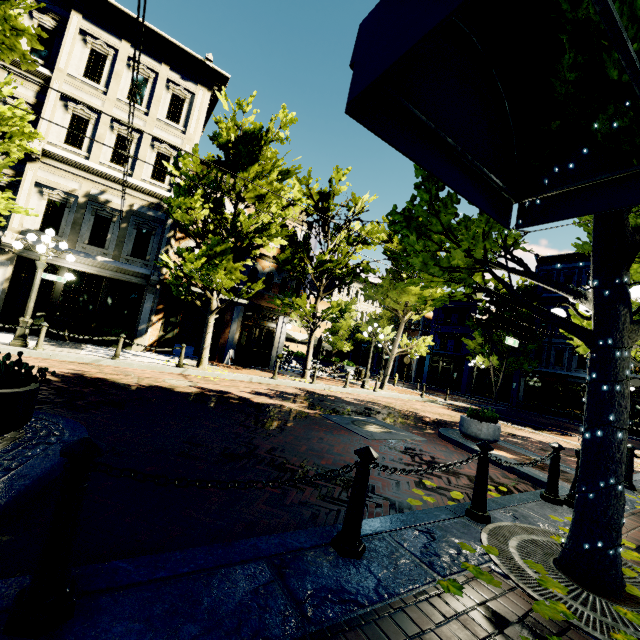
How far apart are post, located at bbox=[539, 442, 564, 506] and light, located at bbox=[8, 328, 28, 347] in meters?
11.9 m

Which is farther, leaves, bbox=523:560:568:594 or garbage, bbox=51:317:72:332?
garbage, bbox=51:317:72:332

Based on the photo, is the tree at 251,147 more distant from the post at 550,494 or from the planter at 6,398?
the planter at 6,398

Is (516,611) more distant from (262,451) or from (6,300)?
(6,300)

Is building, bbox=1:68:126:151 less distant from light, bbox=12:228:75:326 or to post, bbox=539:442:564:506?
light, bbox=12:228:75:326

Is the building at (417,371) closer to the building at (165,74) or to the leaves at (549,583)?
the building at (165,74)

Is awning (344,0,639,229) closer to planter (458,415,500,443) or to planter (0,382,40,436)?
planter (0,382,40,436)

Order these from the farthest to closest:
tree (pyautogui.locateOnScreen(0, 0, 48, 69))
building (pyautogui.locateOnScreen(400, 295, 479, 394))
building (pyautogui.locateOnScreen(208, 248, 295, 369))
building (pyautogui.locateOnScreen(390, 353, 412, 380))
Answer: building (pyautogui.locateOnScreen(390, 353, 412, 380)) < building (pyautogui.locateOnScreen(400, 295, 479, 394)) < building (pyautogui.locateOnScreen(208, 248, 295, 369)) < tree (pyautogui.locateOnScreen(0, 0, 48, 69))
